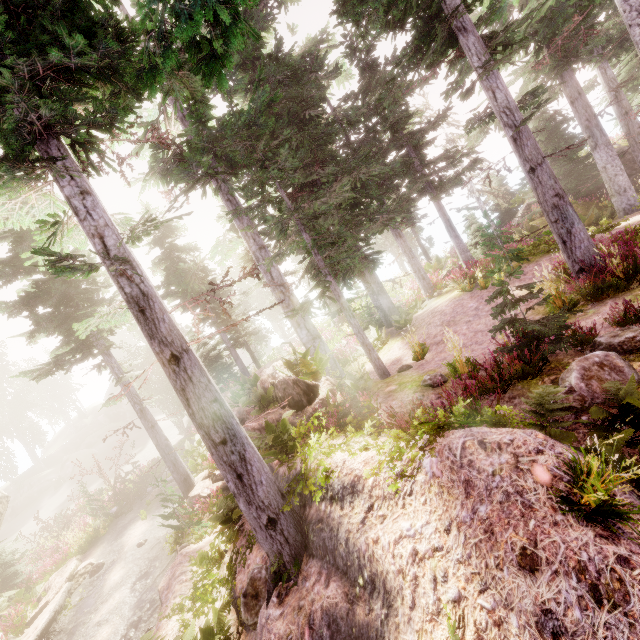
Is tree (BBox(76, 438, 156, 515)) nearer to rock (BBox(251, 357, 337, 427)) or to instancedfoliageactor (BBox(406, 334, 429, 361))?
instancedfoliageactor (BBox(406, 334, 429, 361))

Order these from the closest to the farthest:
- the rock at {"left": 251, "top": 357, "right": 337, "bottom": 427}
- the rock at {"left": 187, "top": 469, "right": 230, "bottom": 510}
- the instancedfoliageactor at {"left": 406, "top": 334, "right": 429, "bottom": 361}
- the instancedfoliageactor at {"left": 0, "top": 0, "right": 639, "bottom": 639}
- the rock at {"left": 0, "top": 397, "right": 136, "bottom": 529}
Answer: the instancedfoliageactor at {"left": 0, "top": 0, "right": 639, "bottom": 639} → the rock at {"left": 251, "top": 357, "right": 337, "bottom": 427} → the instancedfoliageactor at {"left": 406, "top": 334, "right": 429, "bottom": 361} → the rock at {"left": 187, "top": 469, "right": 230, "bottom": 510} → the rock at {"left": 0, "top": 397, "right": 136, "bottom": 529}

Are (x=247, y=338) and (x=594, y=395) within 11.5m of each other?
no

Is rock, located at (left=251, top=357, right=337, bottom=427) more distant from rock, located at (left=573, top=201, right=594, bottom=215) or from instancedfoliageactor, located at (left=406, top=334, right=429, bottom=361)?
rock, located at (left=573, top=201, right=594, bottom=215)

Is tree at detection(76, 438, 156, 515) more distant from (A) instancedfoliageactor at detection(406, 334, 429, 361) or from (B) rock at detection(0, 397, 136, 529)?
(B) rock at detection(0, 397, 136, 529)

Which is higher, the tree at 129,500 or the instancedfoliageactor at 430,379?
the instancedfoliageactor at 430,379

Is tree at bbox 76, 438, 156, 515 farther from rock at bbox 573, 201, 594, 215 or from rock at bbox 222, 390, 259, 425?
rock at bbox 573, 201, 594, 215

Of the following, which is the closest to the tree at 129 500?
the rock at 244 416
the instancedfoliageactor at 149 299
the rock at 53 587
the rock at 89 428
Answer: the instancedfoliageactor at 149 299
